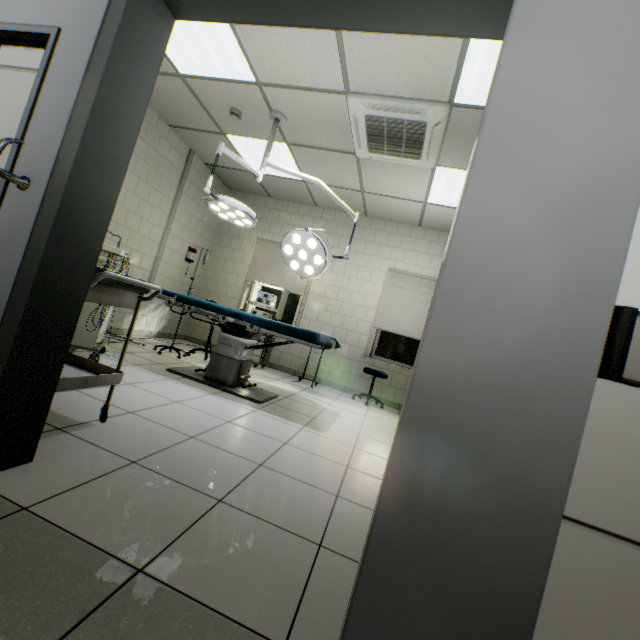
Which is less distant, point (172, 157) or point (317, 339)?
point (317, 339)

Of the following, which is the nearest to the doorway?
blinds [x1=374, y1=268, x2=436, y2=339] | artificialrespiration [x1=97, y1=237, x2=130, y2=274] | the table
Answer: the table

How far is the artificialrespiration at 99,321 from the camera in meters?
3.0

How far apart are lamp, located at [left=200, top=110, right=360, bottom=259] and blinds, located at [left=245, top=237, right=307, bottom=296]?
2.0 meters

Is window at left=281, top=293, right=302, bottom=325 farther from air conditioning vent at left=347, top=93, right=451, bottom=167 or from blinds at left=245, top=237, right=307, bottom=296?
air conditioning vent at left=347, top=93, right=451, bottom=167

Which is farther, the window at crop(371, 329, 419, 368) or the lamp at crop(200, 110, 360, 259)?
the window at crop(371, 329, 419, 368)

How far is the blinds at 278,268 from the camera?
6.2m

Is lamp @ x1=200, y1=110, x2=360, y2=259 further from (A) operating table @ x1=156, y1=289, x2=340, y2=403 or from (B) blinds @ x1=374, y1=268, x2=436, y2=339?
(B) blinds @ x1=374, y1=268, x2=436, y2=339
